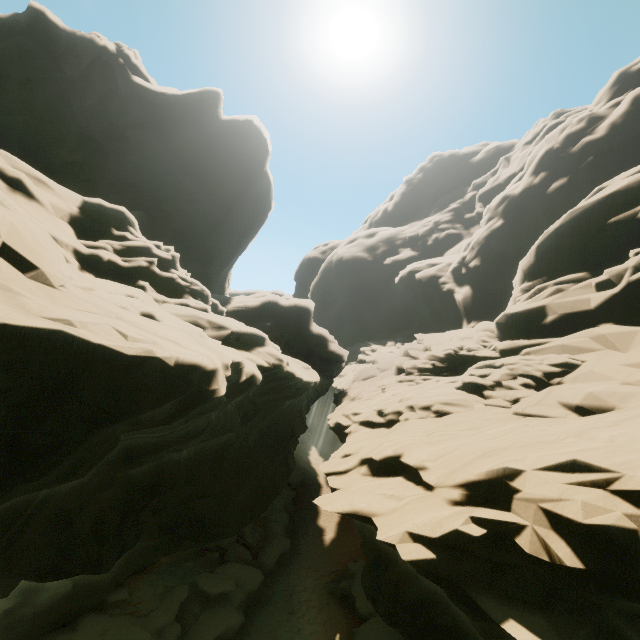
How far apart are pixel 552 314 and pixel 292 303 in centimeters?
1706cm
